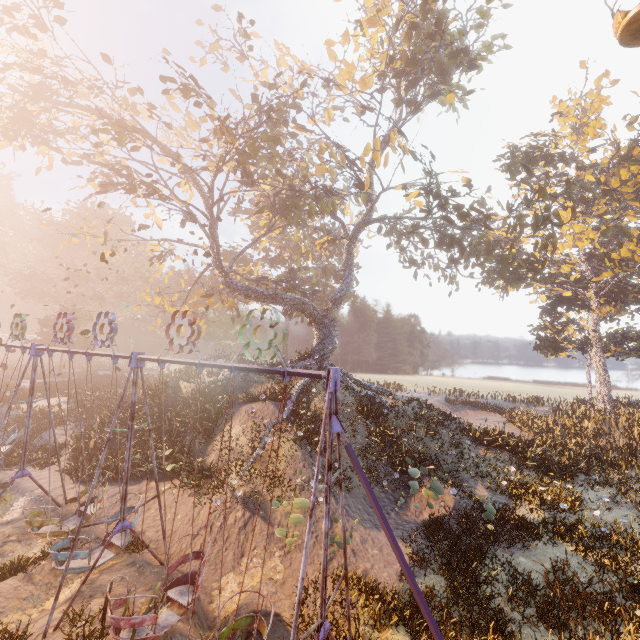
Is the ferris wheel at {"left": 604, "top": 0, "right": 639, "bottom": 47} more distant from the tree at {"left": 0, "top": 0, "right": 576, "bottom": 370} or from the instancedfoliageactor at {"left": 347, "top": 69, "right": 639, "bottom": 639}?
the instancedfoliageactor at {"left": 347, "top": 69, "right": 639, "bottom": 639}

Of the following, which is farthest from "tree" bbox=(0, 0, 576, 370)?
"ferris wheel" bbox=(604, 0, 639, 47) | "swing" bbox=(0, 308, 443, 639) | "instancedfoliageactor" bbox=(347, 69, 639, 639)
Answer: "swing" bbox=(0, 308, 443, 639)

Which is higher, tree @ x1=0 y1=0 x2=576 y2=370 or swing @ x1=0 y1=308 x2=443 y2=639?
tree @ x1=0 y1=0 x2=576 y2=370

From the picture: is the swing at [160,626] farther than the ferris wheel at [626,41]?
No

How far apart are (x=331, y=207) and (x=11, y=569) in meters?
25.4

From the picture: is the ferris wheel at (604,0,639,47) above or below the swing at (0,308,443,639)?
above

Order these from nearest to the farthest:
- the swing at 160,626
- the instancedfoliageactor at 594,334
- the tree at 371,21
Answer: the swing at 160,626
the instancedfoliageactor at 594,334
the tree at 371,21
